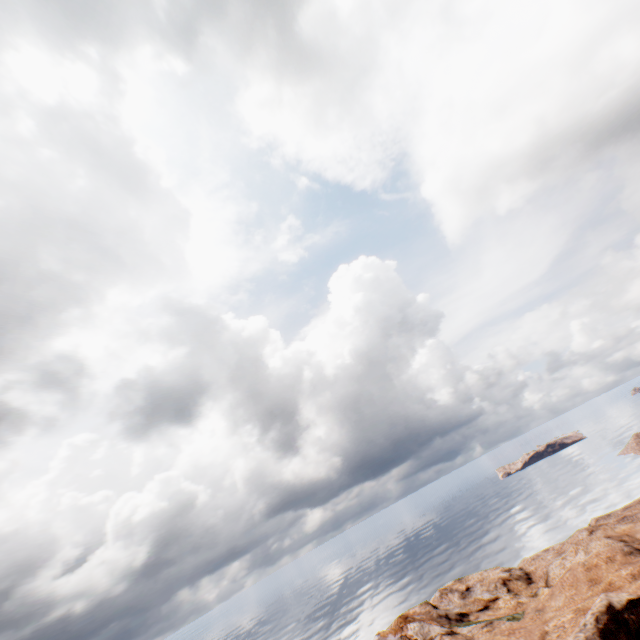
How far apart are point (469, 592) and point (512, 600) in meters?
4.7 m
